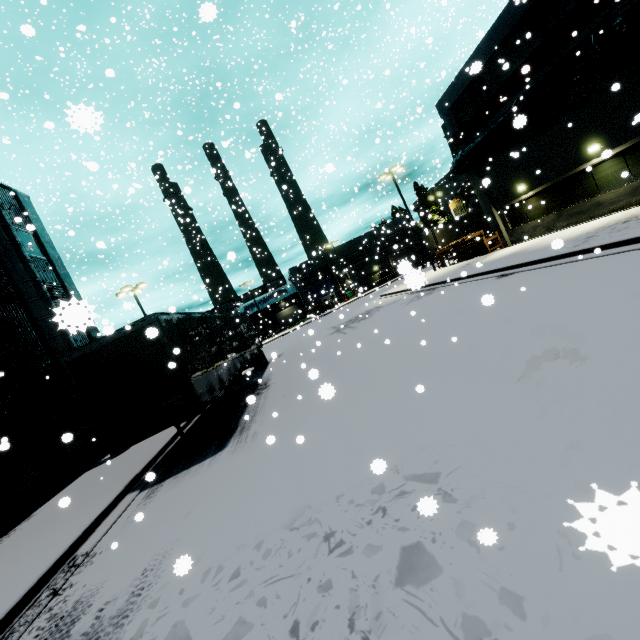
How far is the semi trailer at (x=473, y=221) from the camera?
34.44m

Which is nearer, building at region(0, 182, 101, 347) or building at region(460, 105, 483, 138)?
building at region(0, 182, 101, 347)

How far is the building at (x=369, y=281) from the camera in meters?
53.2 m

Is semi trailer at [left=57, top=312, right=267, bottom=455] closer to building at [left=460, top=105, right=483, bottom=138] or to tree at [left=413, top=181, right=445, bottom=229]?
building at [left=460, top=105, right=483, bottom=138]

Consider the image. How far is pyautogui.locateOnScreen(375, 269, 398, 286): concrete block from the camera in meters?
52.8

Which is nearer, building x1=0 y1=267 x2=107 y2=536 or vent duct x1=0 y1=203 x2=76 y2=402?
building x1=0 y1=267 x2=107 y2=536

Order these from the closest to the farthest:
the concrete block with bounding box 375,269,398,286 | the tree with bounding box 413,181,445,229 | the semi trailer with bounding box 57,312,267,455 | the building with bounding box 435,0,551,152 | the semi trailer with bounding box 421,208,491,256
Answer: the semi trailer with bounding box 57,312,267,455
the building with bounding box 435,0,551,152
the semi trailer with bounding box 421,208,491,256
the concrete block with bounding box 375,269,398,286
the tree with bounding box 413,181,445,229

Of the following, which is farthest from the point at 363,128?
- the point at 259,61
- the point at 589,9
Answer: the point at 589,9
